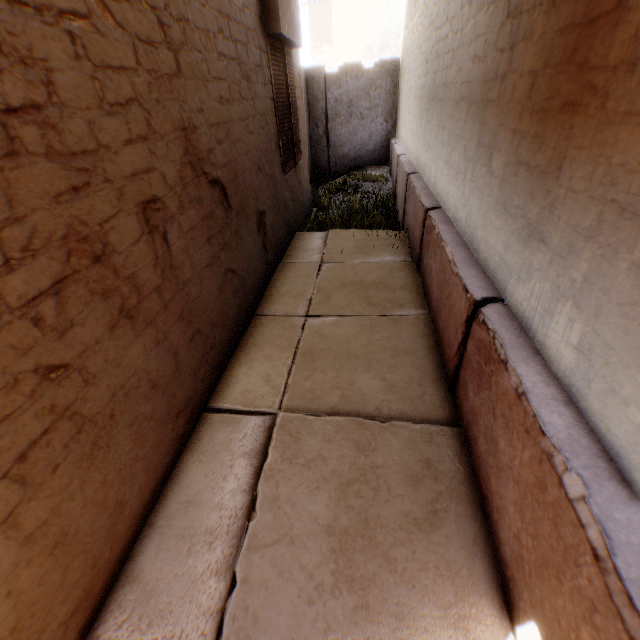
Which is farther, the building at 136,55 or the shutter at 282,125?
the shutter at 282,125

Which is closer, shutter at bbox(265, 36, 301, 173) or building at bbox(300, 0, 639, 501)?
building at bbox(300, 0, 639, 501)

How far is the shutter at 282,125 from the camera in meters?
4.2

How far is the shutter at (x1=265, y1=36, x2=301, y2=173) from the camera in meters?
4.2 m

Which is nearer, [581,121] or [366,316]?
[581,121]
